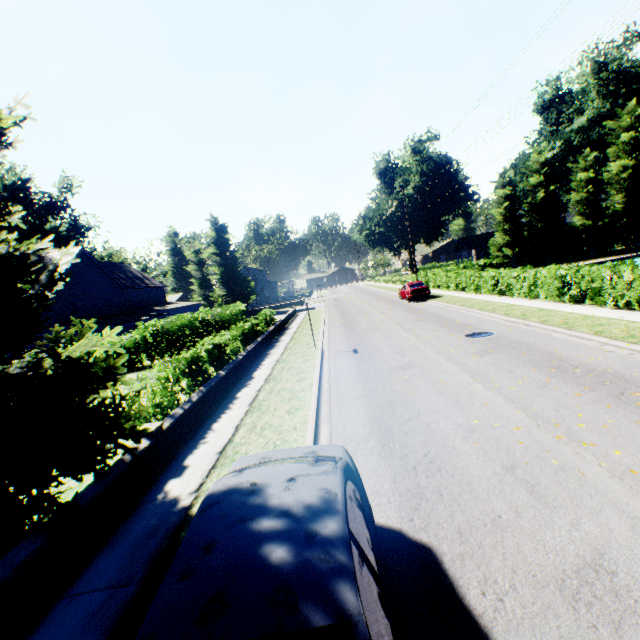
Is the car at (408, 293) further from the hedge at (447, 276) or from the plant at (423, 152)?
the plant at (423, 152)

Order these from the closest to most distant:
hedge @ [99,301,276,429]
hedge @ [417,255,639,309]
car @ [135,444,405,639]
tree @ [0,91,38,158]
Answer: car @ [135,444,405,639] < tree @ [0,91,38,158] < hedge @ [99,301,276,429] < hedge @ [417,255,639,309]

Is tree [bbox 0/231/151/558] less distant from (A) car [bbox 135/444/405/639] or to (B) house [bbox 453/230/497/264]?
(A) car [bbox 135/444/405/639]

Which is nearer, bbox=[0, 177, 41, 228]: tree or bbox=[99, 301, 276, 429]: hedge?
bbox=[0, 177, 41, 228]: tree

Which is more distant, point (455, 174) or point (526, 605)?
point (455, 174)

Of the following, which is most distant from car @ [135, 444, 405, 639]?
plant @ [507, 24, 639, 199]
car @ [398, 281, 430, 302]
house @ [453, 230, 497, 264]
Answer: house @ [453, 230, 497, 264]

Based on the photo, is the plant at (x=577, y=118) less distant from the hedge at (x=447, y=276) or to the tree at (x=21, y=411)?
the tree at (x=21, y=411)

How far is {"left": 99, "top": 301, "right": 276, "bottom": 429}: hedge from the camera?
9.1m
